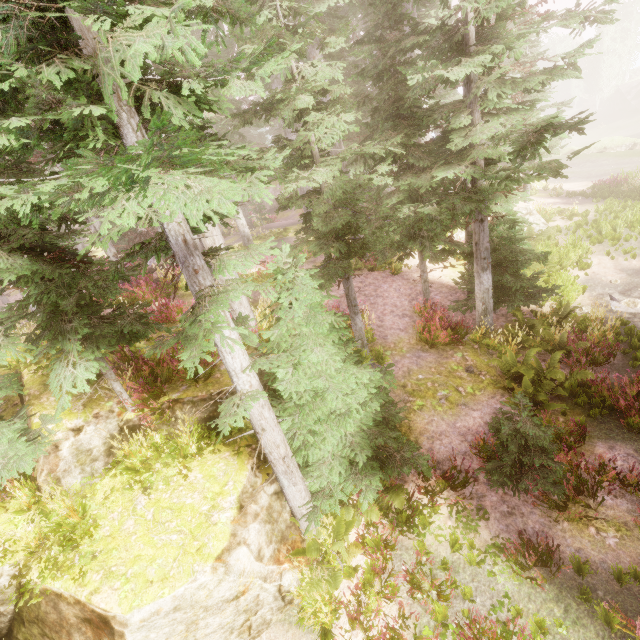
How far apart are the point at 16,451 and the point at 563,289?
16.1m

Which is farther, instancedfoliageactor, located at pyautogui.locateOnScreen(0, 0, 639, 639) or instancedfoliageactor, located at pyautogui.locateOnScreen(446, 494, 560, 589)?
instancedfoliageactor, located at pyautogui.locateOnScreen(446, 494, 560, 589)

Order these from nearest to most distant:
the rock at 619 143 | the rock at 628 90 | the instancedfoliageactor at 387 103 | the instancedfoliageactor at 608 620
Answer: the instancedfoliageactor at 387 103
the instancedfoliageactor at 608 620
the rock at 619 143
the rock at 628 90

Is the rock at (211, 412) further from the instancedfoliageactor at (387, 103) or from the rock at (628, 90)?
the rock at (628, 90)

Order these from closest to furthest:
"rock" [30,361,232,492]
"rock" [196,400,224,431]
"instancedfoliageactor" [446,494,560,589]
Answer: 1. "instancedfoliageactor" [446,494,560,589]
2. "rock" [30,361,232,492]
3. "rock" [196,400,224,431]

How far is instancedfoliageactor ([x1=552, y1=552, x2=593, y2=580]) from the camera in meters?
4.7

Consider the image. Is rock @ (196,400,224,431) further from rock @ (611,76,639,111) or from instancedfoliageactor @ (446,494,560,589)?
rock @ (611,76,639,111)

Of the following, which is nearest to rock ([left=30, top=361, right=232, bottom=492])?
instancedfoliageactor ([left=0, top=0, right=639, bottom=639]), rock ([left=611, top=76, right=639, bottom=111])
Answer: instancedfoliageactor ([left=0, top=0, right=639, bottom=639])
